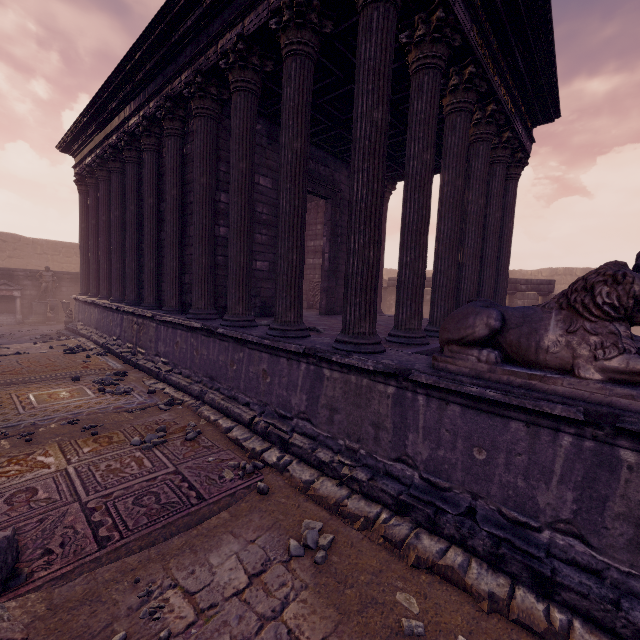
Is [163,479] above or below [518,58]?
below

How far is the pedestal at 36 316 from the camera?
15.9 meters

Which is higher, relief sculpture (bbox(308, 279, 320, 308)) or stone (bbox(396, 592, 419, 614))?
relief sculpture (bbox(308, 279, 320, 308))

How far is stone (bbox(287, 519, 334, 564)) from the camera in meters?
2.9 m

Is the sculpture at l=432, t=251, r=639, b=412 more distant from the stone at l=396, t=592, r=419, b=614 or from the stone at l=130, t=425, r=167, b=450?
the stone at l=130, t=425, r=167, b=450

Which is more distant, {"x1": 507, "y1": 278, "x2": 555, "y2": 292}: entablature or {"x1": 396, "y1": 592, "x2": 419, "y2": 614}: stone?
{"x1": 507, "y1": 278, "x2": 555, "y2": 292}: entablature

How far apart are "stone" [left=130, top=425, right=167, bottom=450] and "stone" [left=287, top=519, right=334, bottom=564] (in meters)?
2.49

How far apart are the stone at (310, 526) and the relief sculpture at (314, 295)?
9.83m
